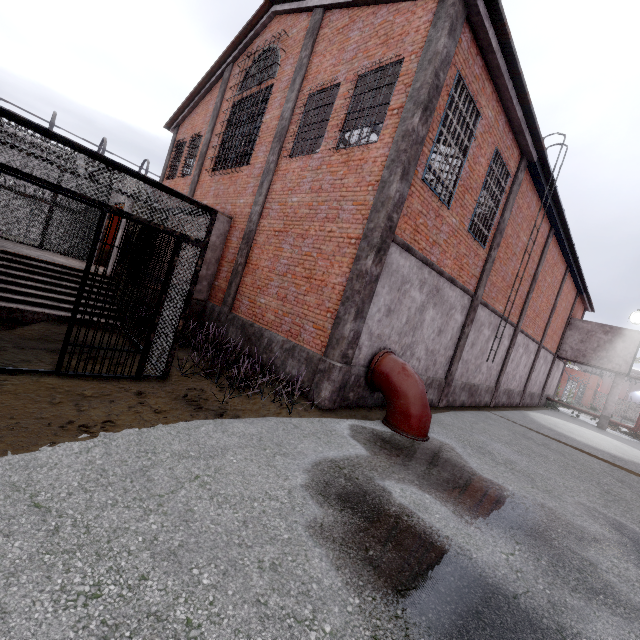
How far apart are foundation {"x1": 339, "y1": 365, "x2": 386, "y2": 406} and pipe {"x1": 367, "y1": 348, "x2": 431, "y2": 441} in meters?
→ 0.1 m

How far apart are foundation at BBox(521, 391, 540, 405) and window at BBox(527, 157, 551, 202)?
7.7 meters

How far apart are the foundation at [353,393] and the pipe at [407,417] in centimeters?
5cm

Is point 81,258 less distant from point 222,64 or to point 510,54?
point 222,64

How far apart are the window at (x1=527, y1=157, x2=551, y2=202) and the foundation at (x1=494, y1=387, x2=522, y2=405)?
7.7m

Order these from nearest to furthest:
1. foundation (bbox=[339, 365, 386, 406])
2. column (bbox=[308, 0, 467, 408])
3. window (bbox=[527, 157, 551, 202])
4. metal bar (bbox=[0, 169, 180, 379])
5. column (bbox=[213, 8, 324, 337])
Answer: metal bar (bbox=[0, 169, 180, 379]) → column (bbox=[308, 0, 467, 408]) → foundation (bbox=[339, 365, 386, 406]) → column (bbox=[213, 8, 324, 337]) → window (bbox=[527, 157, 551, 202])

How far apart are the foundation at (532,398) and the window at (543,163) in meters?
7.7 m

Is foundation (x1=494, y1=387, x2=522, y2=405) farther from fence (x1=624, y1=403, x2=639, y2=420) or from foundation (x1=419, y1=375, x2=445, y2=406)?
fence (x1=624, y1=403, x2=639, y2=420)
